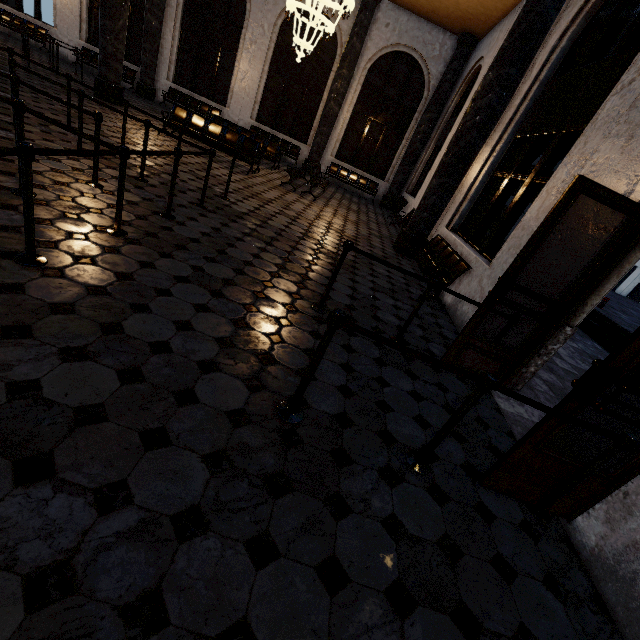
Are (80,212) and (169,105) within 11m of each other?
no
